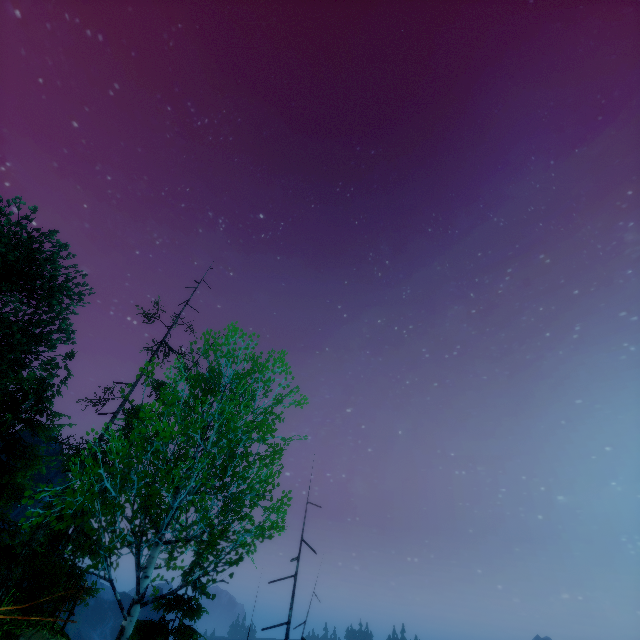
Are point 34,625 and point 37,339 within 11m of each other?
no
